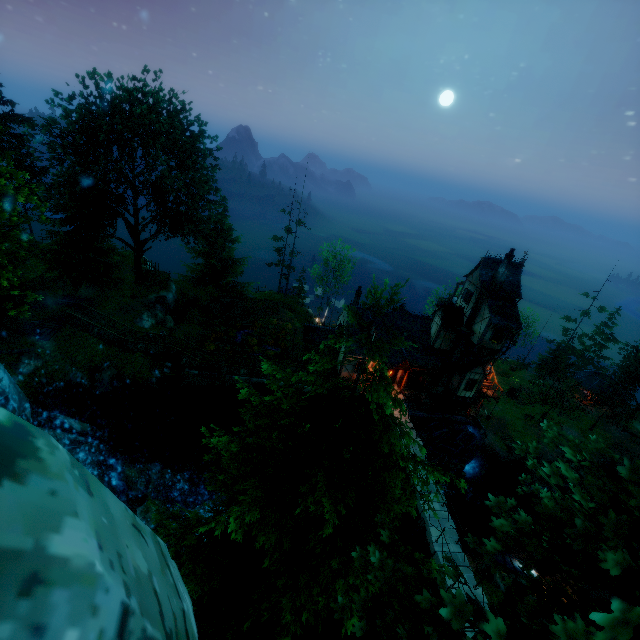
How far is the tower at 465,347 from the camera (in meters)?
30.51

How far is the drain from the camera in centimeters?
3111cm

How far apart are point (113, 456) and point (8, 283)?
16.6m

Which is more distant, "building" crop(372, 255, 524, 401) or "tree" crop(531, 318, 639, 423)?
"tree" crop(531, 318, 639, 423)

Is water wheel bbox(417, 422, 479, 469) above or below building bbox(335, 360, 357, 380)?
below

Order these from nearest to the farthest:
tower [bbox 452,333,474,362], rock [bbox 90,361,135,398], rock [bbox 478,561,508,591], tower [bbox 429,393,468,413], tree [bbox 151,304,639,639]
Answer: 1. tree [bbox 151,304,639,639]
2. rock [bbox 478,561,508,591]
3. rock [bbox 90,361,135,398]
4. tower [bbox 452,333,474,362]
5. tower [bbox 429,393,468,413]

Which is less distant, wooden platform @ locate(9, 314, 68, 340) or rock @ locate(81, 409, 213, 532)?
→ rock @ locate(81, 409, 213, 532)

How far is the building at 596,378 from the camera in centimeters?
4828cm
